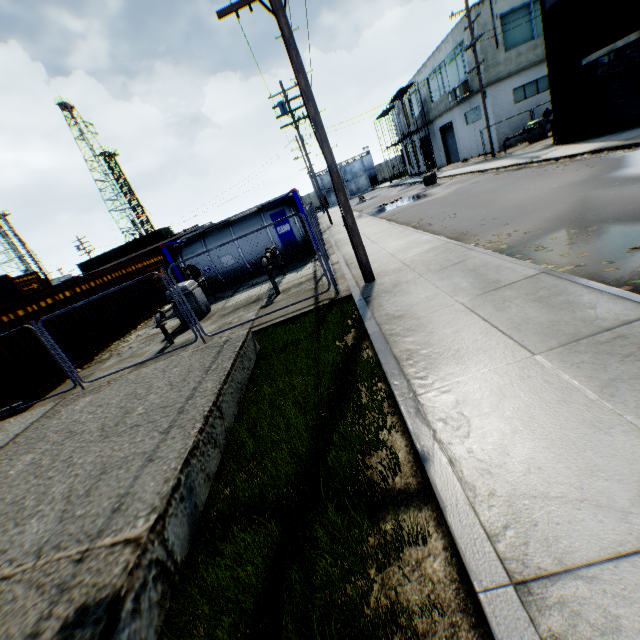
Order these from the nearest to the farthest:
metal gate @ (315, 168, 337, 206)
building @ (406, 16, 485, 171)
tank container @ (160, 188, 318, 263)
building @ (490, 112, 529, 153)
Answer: tank container @ (160, 188, 318, 263) → building @ (490, 112, 529, 153) → building @ (406, 16, 485, 171) → metal gate @ (315, 168, 337, 206)

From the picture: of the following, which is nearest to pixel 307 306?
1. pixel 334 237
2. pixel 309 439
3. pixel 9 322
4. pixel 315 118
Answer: pixel 315 118

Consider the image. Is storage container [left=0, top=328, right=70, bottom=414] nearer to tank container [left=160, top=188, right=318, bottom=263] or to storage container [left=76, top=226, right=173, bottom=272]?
tank container [left=160, top=188, right=318, bottom=263]

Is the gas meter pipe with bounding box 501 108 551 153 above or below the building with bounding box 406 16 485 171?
below

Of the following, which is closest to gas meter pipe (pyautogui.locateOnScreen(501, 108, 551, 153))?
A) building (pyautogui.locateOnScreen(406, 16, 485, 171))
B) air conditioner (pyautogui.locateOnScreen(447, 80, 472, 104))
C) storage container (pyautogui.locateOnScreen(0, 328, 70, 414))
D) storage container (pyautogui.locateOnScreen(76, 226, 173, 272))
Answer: building (pyautogui.locateOnScreen(406, 16, 485, 171))

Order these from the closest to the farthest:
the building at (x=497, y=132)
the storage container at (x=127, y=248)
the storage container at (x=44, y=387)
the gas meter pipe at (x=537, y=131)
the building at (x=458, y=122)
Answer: the storage container at (x=44, y=387), the gas meter pipe at (x=537, y=131), the building at (x=497, y=132), the building at (x=458, y=122), the storage container at (x=127, y=248)

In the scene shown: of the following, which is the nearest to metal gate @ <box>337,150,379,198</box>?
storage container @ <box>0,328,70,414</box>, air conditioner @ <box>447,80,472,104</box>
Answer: air conditioner @ <box>447,80,472,104</box>

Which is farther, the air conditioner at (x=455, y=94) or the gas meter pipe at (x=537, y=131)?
the air conditioner at (x=455, y=94)
